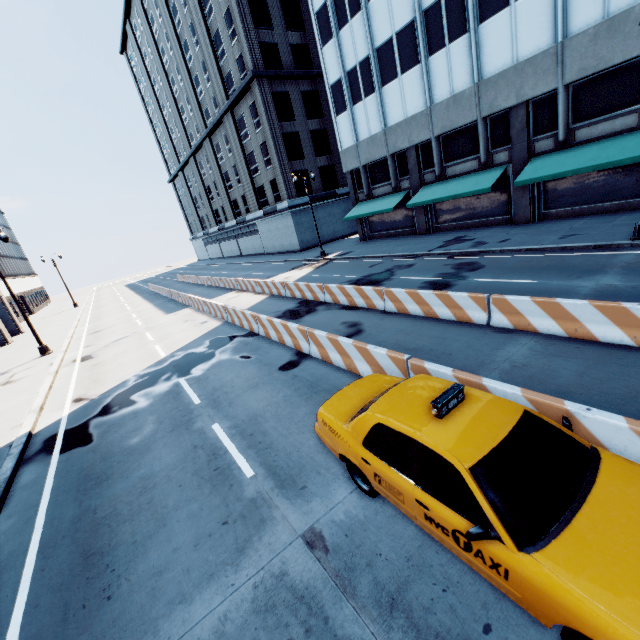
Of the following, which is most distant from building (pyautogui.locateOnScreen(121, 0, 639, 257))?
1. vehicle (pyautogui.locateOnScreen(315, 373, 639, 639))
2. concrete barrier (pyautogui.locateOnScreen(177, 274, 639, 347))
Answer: vehicle (pyautogui.locateOnScreen(315, 373, 639, 639))

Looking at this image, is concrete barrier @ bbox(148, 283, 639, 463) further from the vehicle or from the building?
the building

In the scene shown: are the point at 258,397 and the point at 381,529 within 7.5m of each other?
yes

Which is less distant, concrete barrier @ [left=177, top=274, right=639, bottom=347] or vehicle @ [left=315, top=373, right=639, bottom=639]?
vehicle @ [left=315, top=373, right=639, bottom=639]

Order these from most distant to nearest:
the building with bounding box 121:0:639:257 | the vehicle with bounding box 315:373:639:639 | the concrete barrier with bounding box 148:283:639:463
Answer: the building with bounding box 121:0:639:257 < the concrete barrier with bounding box 148:283:639:463 < the vehicle with bounding box 315:373:639:639

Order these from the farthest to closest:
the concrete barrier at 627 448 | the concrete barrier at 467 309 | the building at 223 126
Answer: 1. the building at 223 126
2. the concrete barrier at 467 309
3. the concrete barrier at 627 448

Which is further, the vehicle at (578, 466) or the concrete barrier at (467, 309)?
the concrete barrier at (467, 309)
